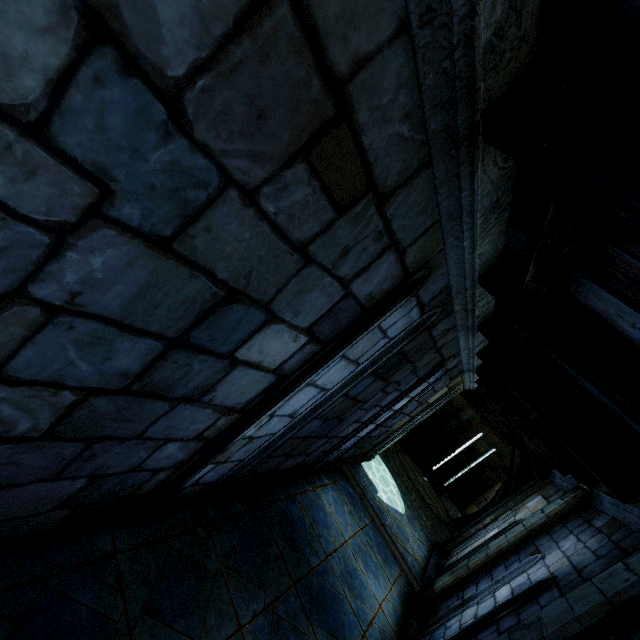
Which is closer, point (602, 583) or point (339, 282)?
point (339, 282)
